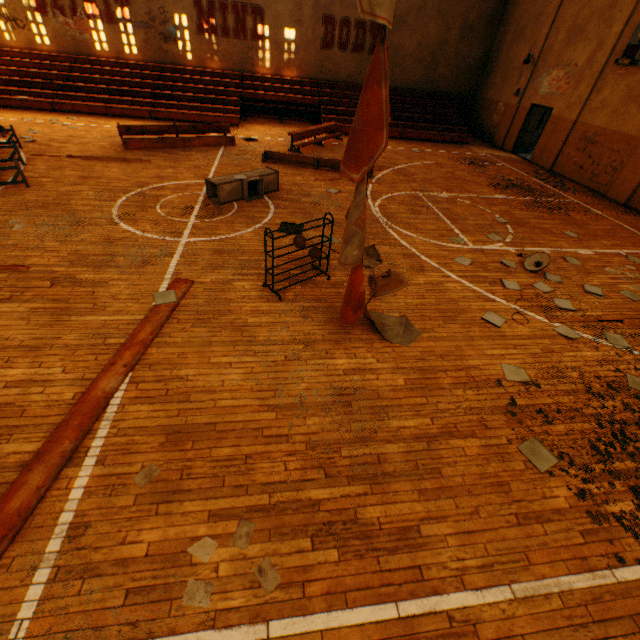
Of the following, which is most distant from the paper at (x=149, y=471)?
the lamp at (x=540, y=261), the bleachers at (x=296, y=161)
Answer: the bleachers at (x=296, y=161)

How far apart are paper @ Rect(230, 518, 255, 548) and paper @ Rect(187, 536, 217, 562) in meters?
0.1 m

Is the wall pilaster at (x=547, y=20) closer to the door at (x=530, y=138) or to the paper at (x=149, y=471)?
the door at (x=530, y=138)

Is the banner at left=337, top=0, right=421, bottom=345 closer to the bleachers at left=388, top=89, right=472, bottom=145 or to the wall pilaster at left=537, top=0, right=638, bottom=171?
the bleachers at left=388, top=89, right=472, bottom=145

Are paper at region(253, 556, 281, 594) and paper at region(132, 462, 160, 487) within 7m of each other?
yes

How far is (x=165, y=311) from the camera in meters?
4.9 m

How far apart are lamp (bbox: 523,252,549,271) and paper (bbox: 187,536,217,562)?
7.52m

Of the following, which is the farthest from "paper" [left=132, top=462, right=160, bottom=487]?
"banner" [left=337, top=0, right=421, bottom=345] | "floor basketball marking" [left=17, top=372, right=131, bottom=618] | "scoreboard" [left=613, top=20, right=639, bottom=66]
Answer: "scoreboard" [left=613, top=20, right=639, bottom=66]
